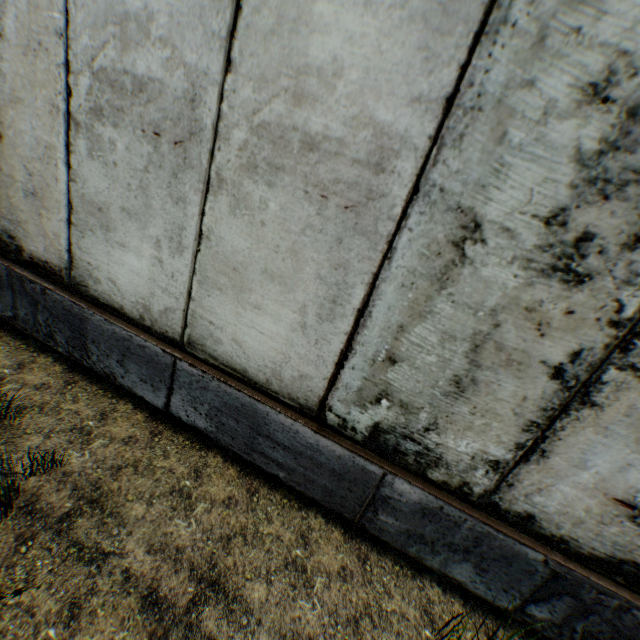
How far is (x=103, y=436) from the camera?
2.65m
